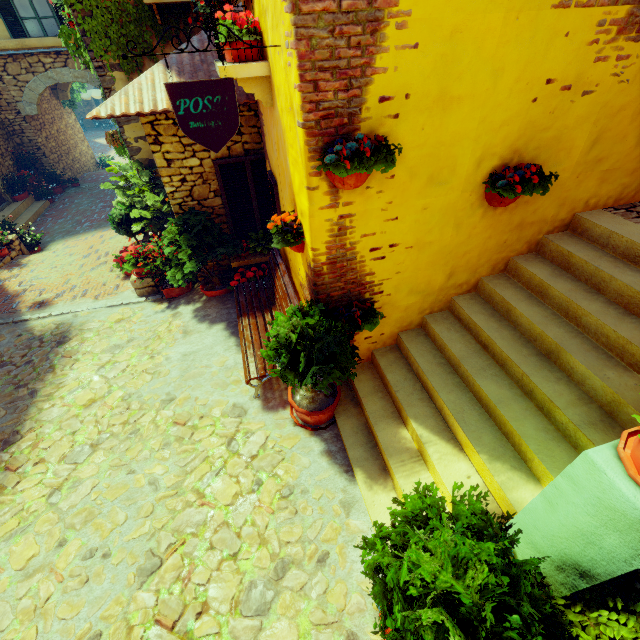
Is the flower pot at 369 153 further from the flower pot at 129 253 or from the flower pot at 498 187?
the flower pot at 129 253

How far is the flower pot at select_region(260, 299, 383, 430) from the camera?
3.13m

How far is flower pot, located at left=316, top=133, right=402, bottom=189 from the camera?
2.3m

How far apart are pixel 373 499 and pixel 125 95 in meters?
6.0

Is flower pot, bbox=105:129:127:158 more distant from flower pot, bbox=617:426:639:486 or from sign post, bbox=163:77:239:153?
flower pot, bbox=617:426:639:486

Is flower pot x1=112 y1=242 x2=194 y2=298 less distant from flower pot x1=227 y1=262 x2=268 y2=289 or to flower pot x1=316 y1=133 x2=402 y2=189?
flower pot x1=227 y1=262 x2=268 y2=289

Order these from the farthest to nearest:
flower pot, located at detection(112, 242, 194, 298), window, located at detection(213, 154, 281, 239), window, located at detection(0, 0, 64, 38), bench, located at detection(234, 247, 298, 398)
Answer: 1. window, located at detection(0, 0, 64, 38)
2. flower pot, located at detection(112, 242, 194, 298)
3. window, located at detection(213, 154, 281, 239)
4. bench, located at detection(234, 247, 298, 398)

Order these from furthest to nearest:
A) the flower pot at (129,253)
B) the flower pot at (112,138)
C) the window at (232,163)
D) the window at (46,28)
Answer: the window at (46,28) < the flower pot at (112,138) < the flower pot at (129,253) < the window at (232,163)
